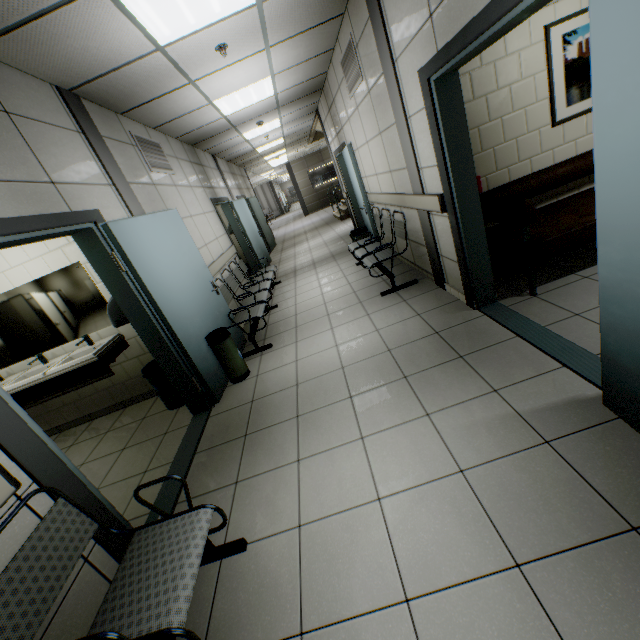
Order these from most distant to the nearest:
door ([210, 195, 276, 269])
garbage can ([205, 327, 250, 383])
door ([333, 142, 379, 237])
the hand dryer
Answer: door ([210, 195, 276, 269]) < door ([333, 142, 379, 237]) < garbage can ([205, 327, 250, 383]) < the hand dryer

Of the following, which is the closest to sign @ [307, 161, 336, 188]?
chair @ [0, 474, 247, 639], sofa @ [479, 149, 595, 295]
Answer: sofa @ [479, 149, 595, 295]

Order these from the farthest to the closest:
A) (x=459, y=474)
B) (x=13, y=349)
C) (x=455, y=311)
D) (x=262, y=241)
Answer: (x=262, y=241) < (x=13, y=349) < (x=455, y=311) < (x=459, y=474)

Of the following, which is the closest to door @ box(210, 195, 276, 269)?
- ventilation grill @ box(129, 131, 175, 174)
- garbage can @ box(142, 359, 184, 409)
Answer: ventilation grill @ box(129, 131, 175, 174)

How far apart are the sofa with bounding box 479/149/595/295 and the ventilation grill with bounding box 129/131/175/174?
4.1m

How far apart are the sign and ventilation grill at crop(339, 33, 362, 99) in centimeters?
1588cm

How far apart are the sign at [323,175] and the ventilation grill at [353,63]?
15.9m

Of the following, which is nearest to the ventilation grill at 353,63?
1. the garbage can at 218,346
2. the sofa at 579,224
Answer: the sofa at 579,224
